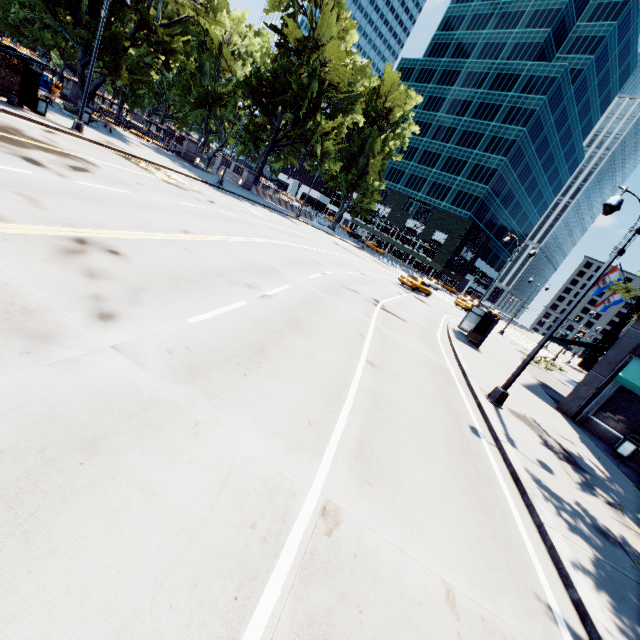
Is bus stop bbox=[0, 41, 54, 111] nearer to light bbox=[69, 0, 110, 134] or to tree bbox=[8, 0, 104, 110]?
light bbox=[69, 0, 110, 134]

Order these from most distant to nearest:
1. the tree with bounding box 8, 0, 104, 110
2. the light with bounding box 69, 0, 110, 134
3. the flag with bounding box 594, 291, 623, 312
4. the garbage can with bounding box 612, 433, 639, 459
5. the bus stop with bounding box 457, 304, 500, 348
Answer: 1. the flag with bounding box 594, 291, 623, 312
2. the tree with bounding box 8, 0, 104, 110
3. the bus stop with bounding box 457, 304, 500, 348
4. the light with bounding box 69, 0, 110, 134
5. the garbage can with bounding box 612, 433, 639, 459

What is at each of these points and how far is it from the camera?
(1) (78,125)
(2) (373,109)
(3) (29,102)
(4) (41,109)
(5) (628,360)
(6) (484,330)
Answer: (1) light, 17.9 meters
(2) tree, 48.1 meters
(3) bus stop, 16.3 meters
(4) garbage can, 17.0 meters
(5) building, 14.3 meters
(6) bus stop, 19.9 meters

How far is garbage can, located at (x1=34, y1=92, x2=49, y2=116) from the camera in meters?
16.8

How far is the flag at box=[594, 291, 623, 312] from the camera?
26.5m

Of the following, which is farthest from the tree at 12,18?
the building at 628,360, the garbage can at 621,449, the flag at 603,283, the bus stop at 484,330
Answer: the flag at 603,283

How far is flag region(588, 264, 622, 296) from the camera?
20.9m

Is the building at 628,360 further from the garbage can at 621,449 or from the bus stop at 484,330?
the bus stop at 484,330
